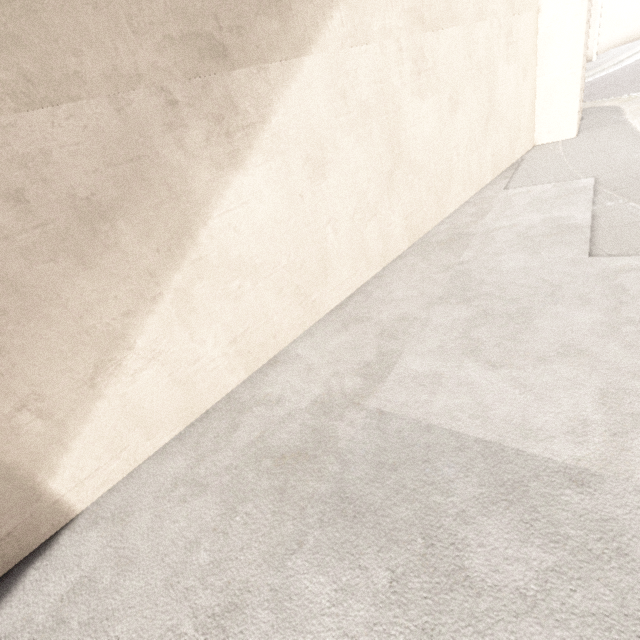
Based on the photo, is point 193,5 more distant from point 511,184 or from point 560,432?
point 511,184
